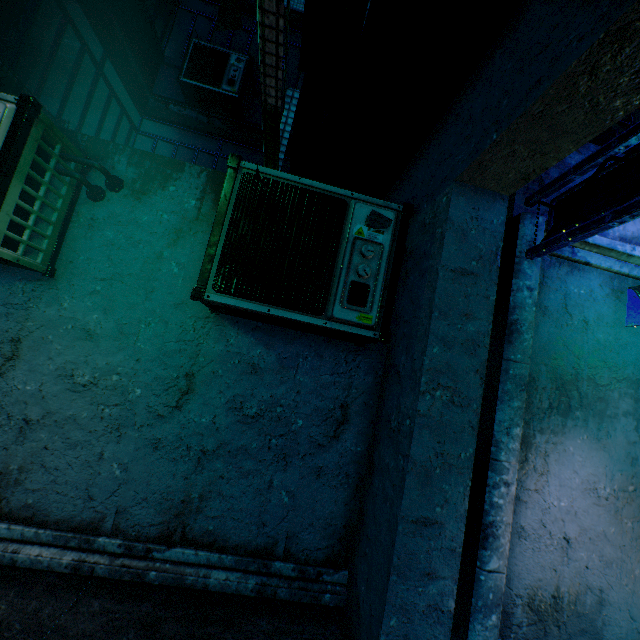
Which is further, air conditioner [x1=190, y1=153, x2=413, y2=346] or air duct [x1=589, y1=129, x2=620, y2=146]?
air duct [x1=589, y1=129, x2=620, y2=146]

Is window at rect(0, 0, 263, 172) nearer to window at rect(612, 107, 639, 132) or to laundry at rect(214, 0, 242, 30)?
laundry at rect(214, 0, 242, 30)

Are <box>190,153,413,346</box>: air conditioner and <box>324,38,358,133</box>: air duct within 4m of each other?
yes

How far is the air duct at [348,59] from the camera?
2.4 meters

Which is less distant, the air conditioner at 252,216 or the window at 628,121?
the air conditioner at 252,216

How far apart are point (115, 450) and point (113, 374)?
0.5m

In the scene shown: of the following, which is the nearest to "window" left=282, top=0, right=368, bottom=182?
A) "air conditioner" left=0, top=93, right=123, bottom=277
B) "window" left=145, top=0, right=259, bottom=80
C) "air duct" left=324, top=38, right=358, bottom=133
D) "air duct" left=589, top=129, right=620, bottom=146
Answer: "air duct" left=324, top=38, right=358, bottom=133

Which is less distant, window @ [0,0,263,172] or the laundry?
the laundry
